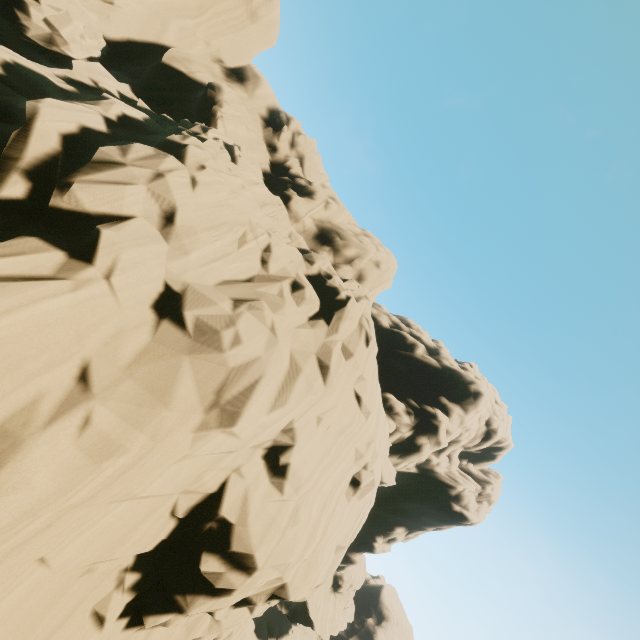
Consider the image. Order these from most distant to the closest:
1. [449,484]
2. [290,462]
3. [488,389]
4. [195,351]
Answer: [488,389] < [449,484] < [290,462] < [195,351]
